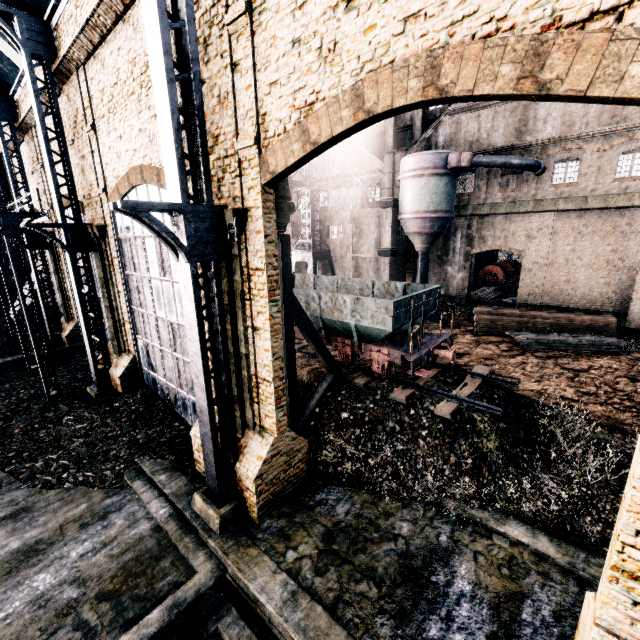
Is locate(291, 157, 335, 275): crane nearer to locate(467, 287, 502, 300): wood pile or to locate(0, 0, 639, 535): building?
locate(0, 0, 639, 535): building

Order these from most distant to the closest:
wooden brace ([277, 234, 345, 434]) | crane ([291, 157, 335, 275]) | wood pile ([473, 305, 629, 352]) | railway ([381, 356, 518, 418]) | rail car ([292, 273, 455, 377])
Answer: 1. crane ([291, 157, 335, 275])
2. wood pile ([473, 305, 629, 352])
3. rail car ([292, 273, 455, 377])
4. railway ([381, 356, 518, 418])
5. wooden brace ([277, 234, 345, 434])

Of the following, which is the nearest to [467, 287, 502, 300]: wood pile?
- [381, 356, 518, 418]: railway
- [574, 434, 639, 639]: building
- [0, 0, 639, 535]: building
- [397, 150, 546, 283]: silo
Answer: [0, 0, 639, 535]: building

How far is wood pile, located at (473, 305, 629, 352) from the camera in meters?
21.3 m

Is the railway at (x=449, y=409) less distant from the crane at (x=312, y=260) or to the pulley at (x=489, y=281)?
the crane at (x=312, y=260)

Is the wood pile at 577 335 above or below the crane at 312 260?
below

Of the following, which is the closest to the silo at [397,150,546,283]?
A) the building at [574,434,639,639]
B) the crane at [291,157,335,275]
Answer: the crane at [291,157,335,275]

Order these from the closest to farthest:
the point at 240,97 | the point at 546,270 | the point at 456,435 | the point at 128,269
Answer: the point at 240,97 → the point at 456,435 → the point at 128,269 → the point at 546,270
